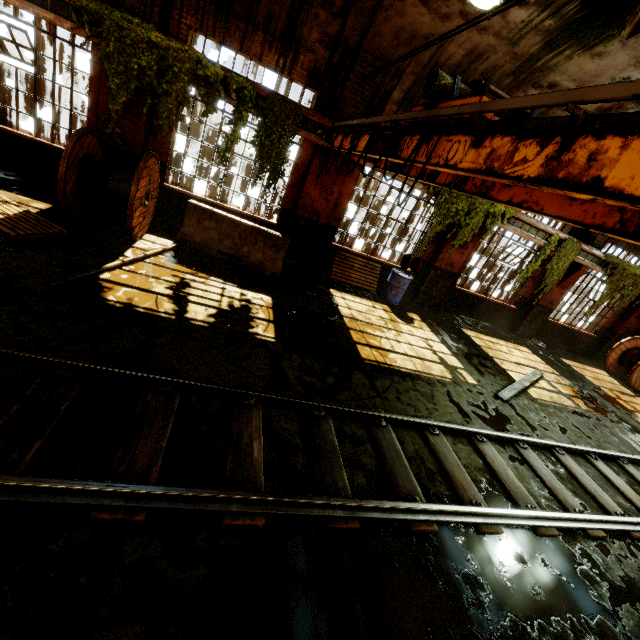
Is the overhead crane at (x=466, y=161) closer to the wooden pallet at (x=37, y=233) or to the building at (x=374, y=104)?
the building at (x=374, y=104)

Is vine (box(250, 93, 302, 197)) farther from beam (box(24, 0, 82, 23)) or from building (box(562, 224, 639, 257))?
beam (box(24, 0, 82, 23))

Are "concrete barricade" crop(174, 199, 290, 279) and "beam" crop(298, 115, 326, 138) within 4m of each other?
yes

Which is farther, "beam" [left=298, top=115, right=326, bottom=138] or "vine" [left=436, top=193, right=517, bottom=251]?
"vine" [left=436, top=193, right=517, bottom=251]

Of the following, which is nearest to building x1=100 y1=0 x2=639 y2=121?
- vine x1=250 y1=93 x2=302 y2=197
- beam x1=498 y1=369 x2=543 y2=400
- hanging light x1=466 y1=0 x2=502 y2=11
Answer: hanging light x1=466 y1=0 x2=502 y2=11

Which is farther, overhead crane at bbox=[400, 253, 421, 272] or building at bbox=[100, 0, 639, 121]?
building at bbox=[100, 0, 639, 121]

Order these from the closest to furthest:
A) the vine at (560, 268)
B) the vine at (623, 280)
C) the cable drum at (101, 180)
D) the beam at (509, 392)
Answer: the cable drum at (101, 180)
the beam at (509, 392)
the vine at (560, 268)
the vine at (623, 280)

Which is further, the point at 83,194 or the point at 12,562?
the point at 83,194
